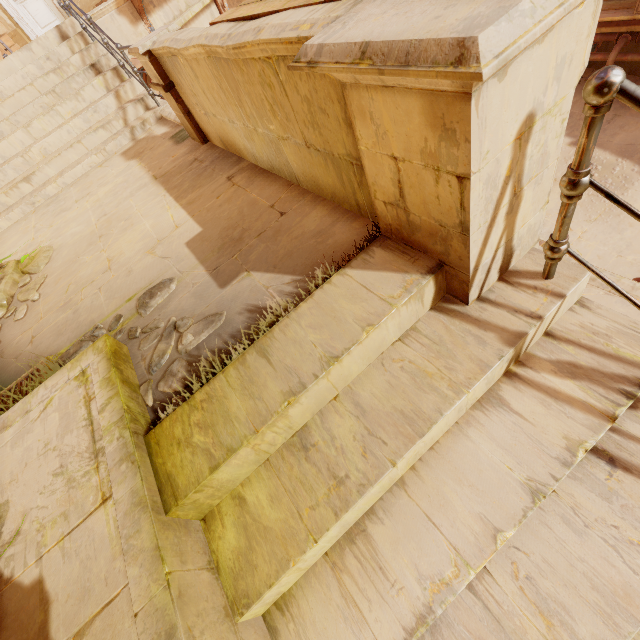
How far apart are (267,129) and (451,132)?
2.0m

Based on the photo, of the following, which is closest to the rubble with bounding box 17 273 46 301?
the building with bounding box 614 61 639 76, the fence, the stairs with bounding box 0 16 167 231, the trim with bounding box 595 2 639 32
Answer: the stairs with bounding box 0 16 167 231

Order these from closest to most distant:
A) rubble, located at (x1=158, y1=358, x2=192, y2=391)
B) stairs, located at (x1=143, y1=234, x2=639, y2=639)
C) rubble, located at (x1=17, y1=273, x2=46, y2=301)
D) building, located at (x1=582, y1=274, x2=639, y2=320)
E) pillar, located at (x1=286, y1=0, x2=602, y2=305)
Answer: pillar, located at (x1=286, y1=0, x2=602, y2=305)
stairs, located at (x1=143, y1=234, x2=639, y2=639)
rubble, located at (x1=158, y1=358, x2=192, y2=391)
rubble, located at (x1=17, y1=273, x2=46, y2=301)
building, located at (x1=582, y1=274, x2=639, y2=320)

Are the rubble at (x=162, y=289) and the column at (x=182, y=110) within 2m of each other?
no

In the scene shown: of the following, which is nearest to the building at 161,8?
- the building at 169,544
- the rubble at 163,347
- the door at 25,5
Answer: the door at 25,5

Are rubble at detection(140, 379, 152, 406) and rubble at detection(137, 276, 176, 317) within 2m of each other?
yes

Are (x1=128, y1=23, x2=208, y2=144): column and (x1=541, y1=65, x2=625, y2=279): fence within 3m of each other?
no

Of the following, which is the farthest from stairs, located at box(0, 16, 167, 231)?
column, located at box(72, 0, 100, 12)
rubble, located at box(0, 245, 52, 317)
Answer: column, located at box(72, 0, 100, 12)
